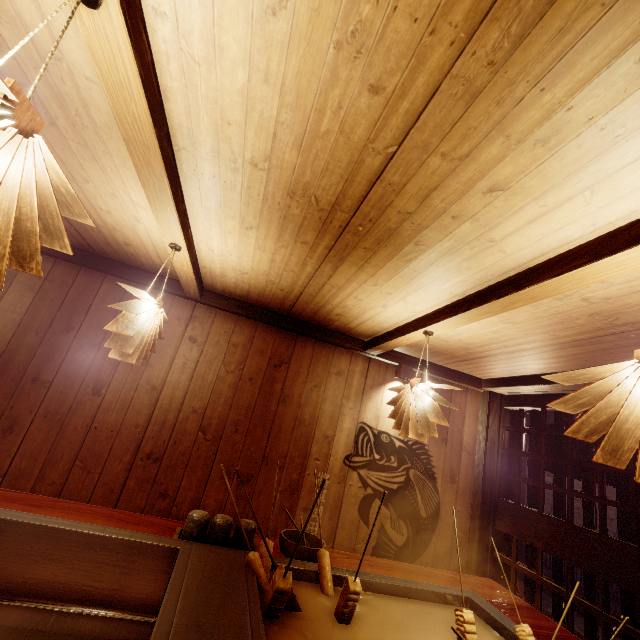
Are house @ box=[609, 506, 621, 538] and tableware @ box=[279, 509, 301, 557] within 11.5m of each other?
no

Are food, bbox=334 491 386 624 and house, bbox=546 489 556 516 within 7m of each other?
no

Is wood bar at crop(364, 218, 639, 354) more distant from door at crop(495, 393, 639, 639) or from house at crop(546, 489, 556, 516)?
house at crop(546, 489, 556, 516)

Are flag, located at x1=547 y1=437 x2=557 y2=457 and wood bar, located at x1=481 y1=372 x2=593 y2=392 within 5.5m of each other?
yes

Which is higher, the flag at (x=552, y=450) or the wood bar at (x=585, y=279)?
the wood bar at (x=585, y=279)

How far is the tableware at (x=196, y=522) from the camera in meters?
3.0

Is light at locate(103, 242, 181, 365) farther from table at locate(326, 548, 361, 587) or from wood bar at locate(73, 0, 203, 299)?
table at locate(326, 548, 361, 587)

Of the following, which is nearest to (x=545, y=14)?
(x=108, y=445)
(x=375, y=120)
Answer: (x=375, y=120)
